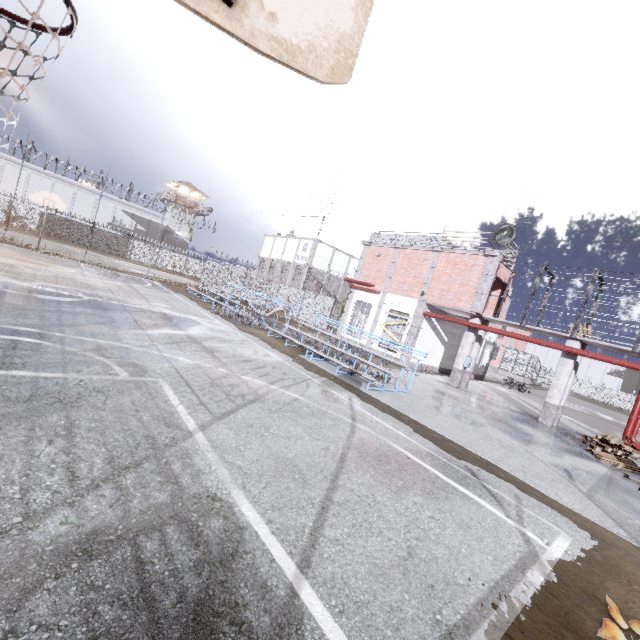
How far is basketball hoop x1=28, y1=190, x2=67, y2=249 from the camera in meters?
18.8 m

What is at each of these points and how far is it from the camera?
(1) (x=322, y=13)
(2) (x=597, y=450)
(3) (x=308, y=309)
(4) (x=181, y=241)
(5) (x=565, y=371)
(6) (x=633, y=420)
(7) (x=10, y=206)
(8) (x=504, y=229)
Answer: (1) basketball hoop, 0.9m
(2) pallet, 11.2m
(3) fence, 28.6m
(4) building, 55.4m
(5) column, 14.0m
(6) pipe, 11.7m
(7) fence, 36.4m
(8) spotlight, 16.1m

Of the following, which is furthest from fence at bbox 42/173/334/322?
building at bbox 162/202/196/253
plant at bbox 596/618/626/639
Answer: A: building at bbox 162/202/196/253

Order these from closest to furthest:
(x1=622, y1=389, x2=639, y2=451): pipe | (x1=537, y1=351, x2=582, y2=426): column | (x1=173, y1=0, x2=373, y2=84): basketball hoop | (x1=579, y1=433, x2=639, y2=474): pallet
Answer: (x1=173, y1=0, x2=373, y2=84): basketball hoop, (x1=579, y1=433, x2=639, y2=474): pallet, (x1=622, y1=389, x2=639, y2=451): pipe, (x1=537, y1=351, x2=582, y2=426): column

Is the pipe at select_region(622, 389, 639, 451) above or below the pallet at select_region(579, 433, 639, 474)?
above

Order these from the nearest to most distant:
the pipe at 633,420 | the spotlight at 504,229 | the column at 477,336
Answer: the pipe at 633,420, the spotlight at 504,229, the column at 477,336

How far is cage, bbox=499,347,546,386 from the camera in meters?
40.5

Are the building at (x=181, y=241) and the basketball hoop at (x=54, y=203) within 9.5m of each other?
no
